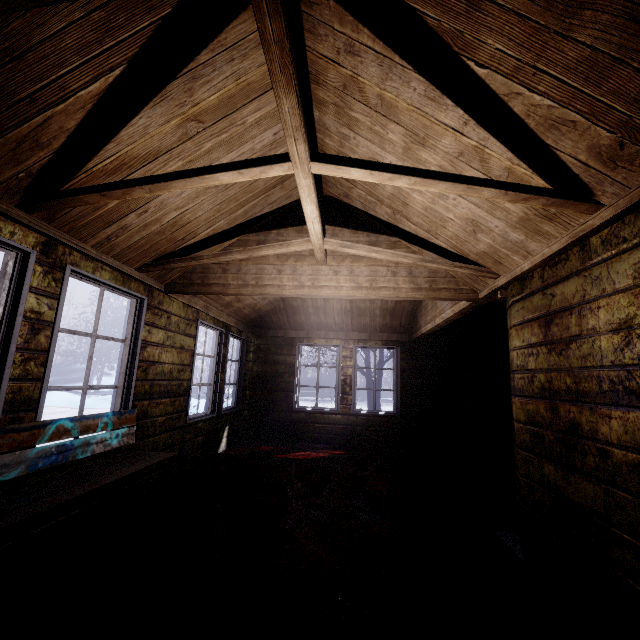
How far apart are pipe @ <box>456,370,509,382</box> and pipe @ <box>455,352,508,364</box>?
0.11m

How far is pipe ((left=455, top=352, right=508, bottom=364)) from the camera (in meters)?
5.80

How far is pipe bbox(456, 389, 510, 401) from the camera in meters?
5.7 m

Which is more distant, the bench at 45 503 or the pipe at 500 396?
the pipe at 500 396

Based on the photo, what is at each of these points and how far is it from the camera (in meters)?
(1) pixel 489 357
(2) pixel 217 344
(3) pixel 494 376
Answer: (1) pipe, 5.84
(2) window, 4.90
(3) pipe, 5.73

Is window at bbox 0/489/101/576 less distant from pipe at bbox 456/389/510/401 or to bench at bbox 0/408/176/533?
bench at bbox 0/408/176/533

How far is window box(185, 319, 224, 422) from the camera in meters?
4.0

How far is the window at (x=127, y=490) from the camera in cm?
280
